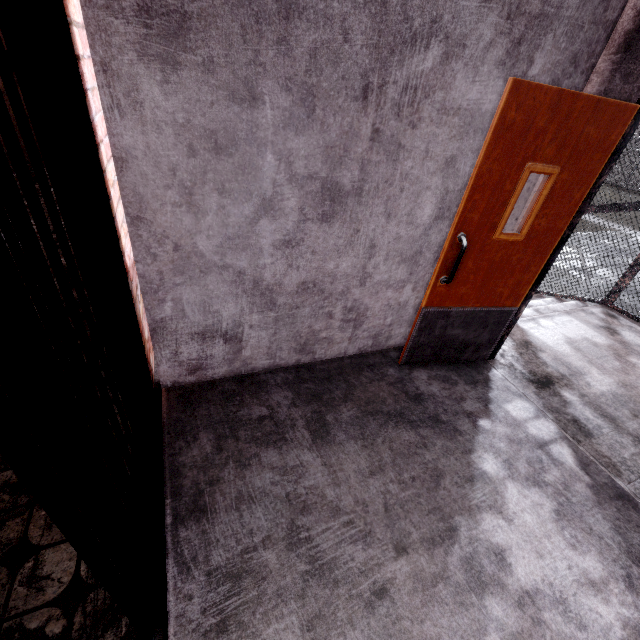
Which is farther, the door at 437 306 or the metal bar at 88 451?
the door at 437 306

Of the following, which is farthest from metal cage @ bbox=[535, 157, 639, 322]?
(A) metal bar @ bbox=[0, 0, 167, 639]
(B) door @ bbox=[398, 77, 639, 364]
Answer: (A) metal bar @ bbox=[0, 0, 167, 639]

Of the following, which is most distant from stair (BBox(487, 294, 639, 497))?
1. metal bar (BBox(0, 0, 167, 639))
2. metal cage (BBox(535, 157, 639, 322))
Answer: metal bar (BBox(0, 0, 167, 639))

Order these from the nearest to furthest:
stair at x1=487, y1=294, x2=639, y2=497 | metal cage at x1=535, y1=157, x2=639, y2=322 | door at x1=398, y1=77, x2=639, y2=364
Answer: door at x1=398, y1=77, x2=639, y2=364 < stair at x1=487, y1=294, x2=639, y2=497 < metal cage at x1=535, y1=157, x2=639, y2=322

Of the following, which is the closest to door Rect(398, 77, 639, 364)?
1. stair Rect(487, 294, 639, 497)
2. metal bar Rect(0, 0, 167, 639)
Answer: stair Rect(487, 294, 639, 497)

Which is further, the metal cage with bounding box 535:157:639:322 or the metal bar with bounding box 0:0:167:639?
the metal cage with bounding box 535:157:639:322

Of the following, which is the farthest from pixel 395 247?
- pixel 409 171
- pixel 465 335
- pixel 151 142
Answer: pixel 151 142

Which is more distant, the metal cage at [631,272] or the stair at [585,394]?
the metal cage at [631,272]
